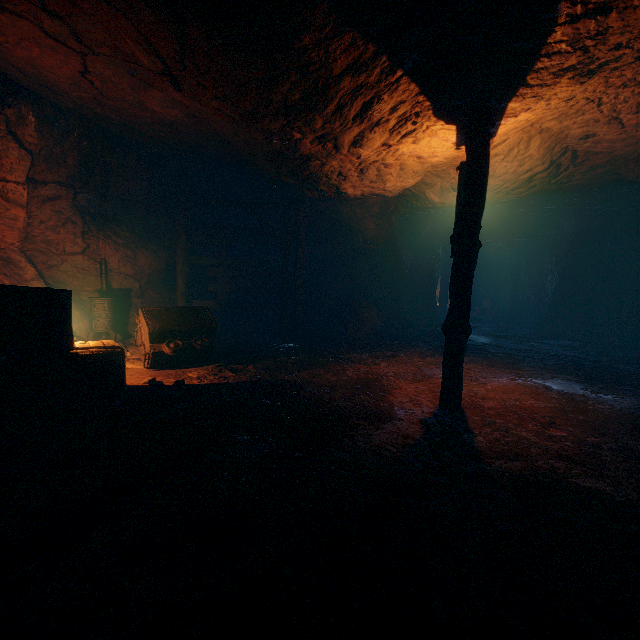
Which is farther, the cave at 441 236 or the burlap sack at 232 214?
the cave at 441 236

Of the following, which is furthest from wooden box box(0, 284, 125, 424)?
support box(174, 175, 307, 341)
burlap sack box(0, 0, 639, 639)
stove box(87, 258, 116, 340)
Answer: support box(174, 175, 307, 341)

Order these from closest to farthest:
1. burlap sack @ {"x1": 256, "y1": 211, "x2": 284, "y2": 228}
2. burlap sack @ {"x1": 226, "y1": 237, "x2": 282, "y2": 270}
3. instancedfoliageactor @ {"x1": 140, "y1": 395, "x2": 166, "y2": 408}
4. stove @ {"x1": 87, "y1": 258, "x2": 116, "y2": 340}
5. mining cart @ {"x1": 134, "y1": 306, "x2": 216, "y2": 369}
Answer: instancedfoliageactor @ {"x1": 140, "y1": 395, "x2": 166, "y2": 408}
mining cart @ {"x1": 134, "y1": 306, "x2": 216, "y2": 369}
stove @ {"x1": 87, "y1": 258, "x2": 116, "y2": 340}
burlap sack @ {"x1": 256, "y1": 211, "x2": 284, "y2": 228}
burlap sack @ {"x1": 226, "y1": 237, "x2": 282, "y2": 270}

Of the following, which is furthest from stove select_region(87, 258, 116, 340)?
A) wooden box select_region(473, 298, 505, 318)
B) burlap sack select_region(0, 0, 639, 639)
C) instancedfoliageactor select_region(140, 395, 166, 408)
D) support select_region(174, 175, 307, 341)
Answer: wooden box select_region(473, 298, 505, 318)

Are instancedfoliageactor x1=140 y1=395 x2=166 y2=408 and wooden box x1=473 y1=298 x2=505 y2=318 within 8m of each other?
no

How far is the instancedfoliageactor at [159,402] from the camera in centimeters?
493cm

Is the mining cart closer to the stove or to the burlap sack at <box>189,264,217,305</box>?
the burlap sack at <box>189,264,217,305</box>

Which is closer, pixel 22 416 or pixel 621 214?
pixel 22 416
